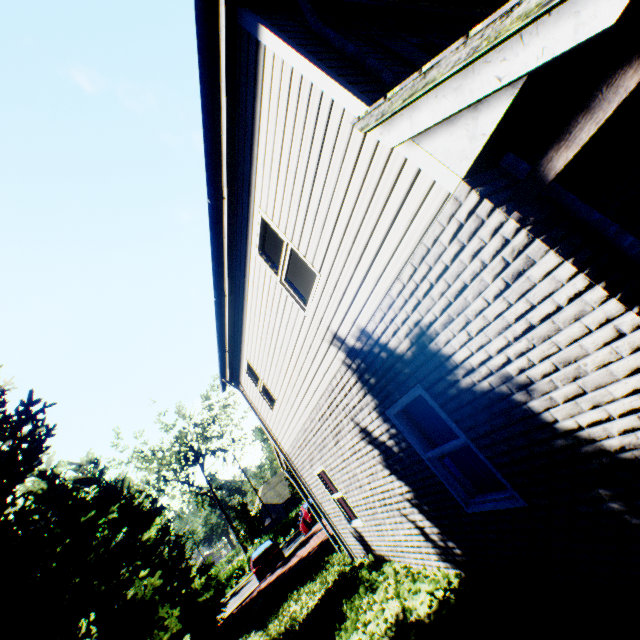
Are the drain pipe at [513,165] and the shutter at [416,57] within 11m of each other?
yes

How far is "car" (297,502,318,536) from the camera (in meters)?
20.41

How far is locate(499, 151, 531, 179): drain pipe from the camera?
2.6 meters

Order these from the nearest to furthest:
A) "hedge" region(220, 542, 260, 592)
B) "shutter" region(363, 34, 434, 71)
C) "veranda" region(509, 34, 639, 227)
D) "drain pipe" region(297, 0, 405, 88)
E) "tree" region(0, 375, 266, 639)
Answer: "veranda" region(509, 34, 639, 227) → "drain pipe" region(297, 0, 405, 88) → "shutter" region(363, 34, 434, 71) → "tree" region(0, 375, 266, 639) → "hedge" region(220, 542, 260, 592)

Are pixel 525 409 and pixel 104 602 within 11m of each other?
no

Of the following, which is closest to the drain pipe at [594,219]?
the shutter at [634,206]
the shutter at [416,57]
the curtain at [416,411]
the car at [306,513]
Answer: the shutter at [634,206]

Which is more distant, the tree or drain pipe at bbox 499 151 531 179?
the tree

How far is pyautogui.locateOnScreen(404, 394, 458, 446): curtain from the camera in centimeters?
429cm
